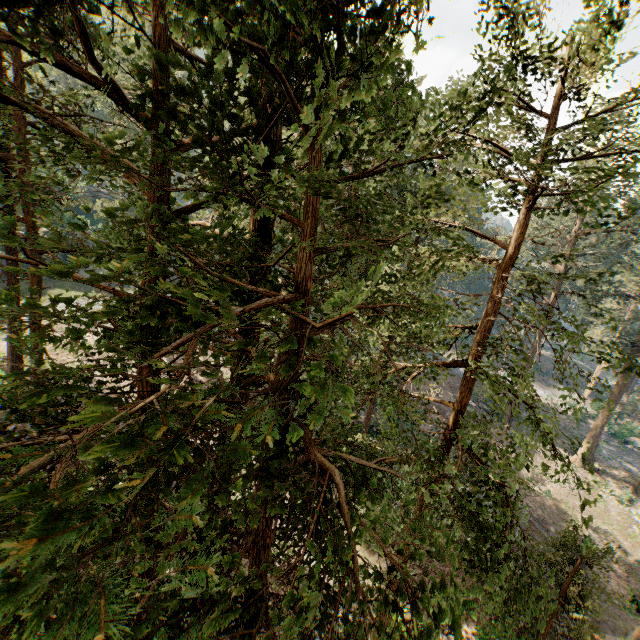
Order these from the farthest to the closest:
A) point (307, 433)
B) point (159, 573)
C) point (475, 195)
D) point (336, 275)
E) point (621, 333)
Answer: point (475, 195), point (621, 333), point (336, 275), point (307, 433), point (159, 573)
